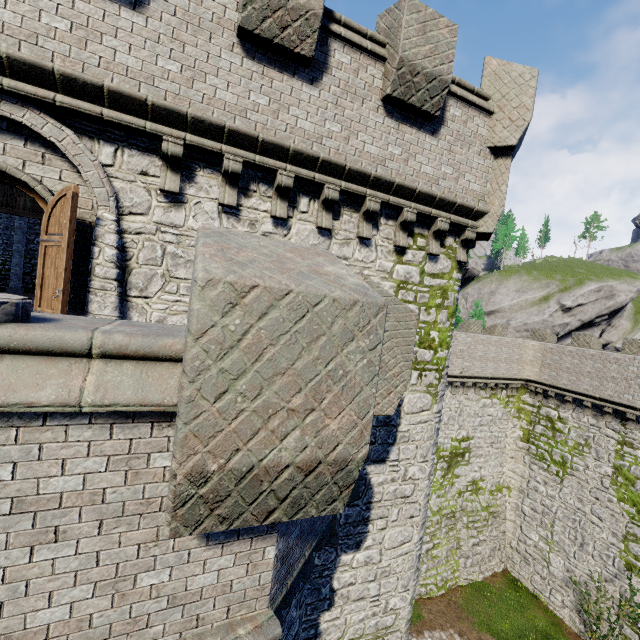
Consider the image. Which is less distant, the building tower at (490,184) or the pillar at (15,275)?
the building tower at (490,184)

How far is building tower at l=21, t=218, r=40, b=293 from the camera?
18.98m

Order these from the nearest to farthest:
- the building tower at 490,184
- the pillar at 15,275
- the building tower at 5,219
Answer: the building tower at 490,184 < the pillar at 15,275 < the building tower at 5,219

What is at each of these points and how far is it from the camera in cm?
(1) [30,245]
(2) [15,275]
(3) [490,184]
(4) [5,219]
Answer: (1) building tower, 1906
(2) pillar, 1692
(3) building tower, 814
(4) building tower, 1853

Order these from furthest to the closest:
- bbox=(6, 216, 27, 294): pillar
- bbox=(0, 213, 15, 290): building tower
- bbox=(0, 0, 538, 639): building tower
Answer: bbox=(0, 213, 15, 290): building tower, bbox=(6, 216, 27, 294): pillar, bbox=(0, 0, 538, 639): building tower

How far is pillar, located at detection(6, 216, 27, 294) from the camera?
16.80m

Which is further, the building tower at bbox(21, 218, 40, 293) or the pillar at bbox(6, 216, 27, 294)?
the building tower at bbox(21, 218, 40, 293)
